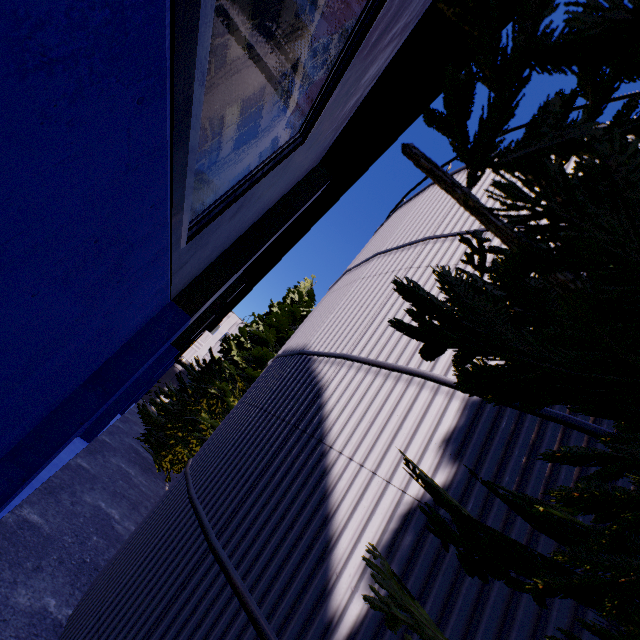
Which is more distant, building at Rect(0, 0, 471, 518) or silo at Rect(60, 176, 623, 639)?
silo at Rect(60, 176, 623, 639)

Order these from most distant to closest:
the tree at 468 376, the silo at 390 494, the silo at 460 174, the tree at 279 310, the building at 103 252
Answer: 1. the tree at 279 310
2. the silo at 460 174
3. the silo at 390 494
4. the building at 103 252
5. the tree at 468 376

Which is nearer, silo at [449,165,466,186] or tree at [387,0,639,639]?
tree at [387,0,639,639]

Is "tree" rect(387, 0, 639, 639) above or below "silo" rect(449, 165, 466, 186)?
below

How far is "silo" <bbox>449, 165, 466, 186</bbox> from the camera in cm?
749

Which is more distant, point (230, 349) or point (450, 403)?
point (230, 349)

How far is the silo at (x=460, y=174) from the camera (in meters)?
Answer: 7.49

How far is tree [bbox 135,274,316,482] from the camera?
16.61m
